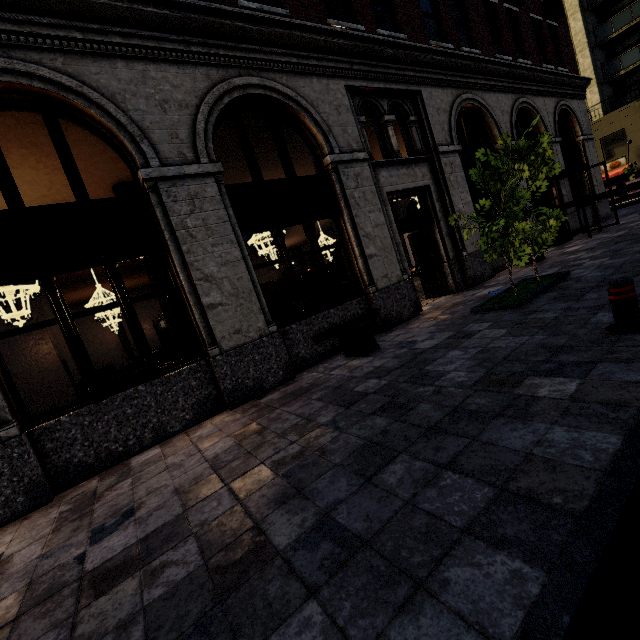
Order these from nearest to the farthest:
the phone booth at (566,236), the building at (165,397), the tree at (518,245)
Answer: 1. the building at (165,397)
2. the tree at (518,245)
3. the phone booth at (566,236)

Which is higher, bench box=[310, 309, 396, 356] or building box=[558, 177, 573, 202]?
building box=[558, 177, 573, 202]

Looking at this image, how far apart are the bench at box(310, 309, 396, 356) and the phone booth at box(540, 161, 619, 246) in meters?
10.4

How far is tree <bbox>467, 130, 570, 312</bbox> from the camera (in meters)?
5.99

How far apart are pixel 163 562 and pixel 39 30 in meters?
7.1 m

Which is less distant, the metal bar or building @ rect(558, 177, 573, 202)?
the metal bar

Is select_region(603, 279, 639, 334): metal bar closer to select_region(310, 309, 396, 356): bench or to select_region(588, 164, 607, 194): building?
select_region(310, 309, 396, 356): bench

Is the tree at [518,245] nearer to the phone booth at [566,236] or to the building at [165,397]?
the building at [165,397]
